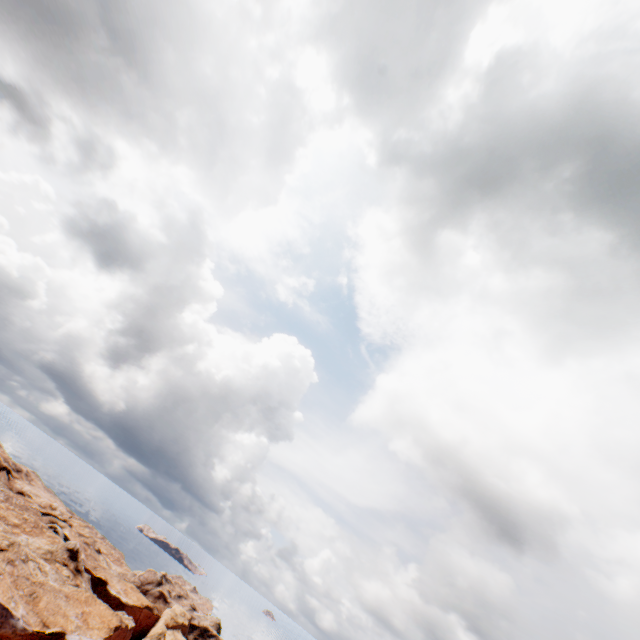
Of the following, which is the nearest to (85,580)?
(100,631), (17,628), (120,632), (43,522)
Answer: (43,522)
